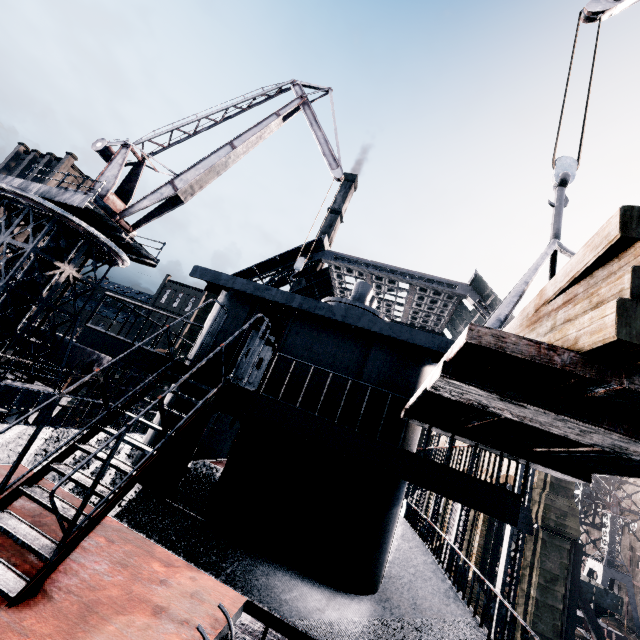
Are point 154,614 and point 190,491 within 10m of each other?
yes

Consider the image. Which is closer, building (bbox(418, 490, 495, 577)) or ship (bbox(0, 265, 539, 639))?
ship (bbox(0, 265, 539, 639))

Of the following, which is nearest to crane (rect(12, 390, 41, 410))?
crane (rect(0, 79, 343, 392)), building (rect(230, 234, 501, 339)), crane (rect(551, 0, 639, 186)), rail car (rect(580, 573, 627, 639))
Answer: crane (rect(0, 79, 343, 392))

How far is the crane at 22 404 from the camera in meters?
15.5 m

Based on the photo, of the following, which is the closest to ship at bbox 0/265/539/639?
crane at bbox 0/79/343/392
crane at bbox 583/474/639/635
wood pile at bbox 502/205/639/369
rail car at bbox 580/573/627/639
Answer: wood pile at bbox 502/205/639/369

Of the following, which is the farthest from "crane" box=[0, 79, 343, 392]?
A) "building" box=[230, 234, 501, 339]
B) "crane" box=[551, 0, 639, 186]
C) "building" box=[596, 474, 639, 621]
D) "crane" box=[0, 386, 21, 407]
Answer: "building" box=[230, 234, 501, 339]

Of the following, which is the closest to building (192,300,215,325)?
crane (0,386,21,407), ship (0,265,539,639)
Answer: ship (0,265,539,639)

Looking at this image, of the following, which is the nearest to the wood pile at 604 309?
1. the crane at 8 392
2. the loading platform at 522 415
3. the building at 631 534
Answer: the loading platform at 522 415
